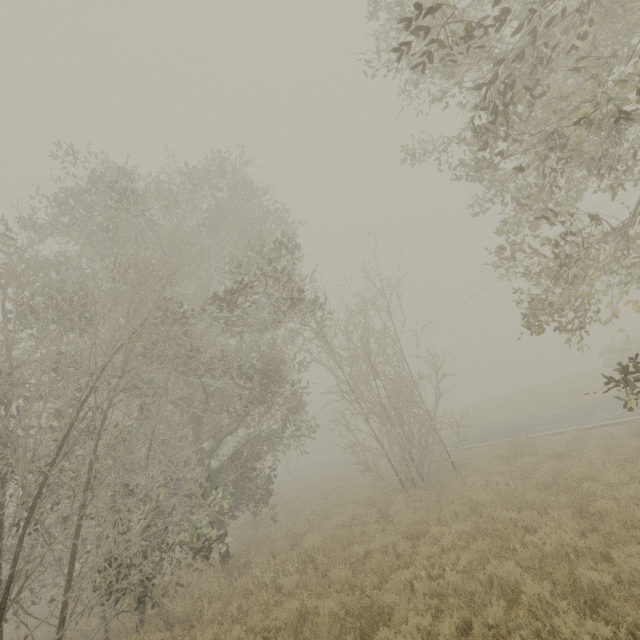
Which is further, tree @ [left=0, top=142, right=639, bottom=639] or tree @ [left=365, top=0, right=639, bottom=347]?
tree @ [left=0, top=142, right=639, bottom=639]

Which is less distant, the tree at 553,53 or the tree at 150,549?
the tree at 553,53

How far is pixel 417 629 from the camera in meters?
5.7
